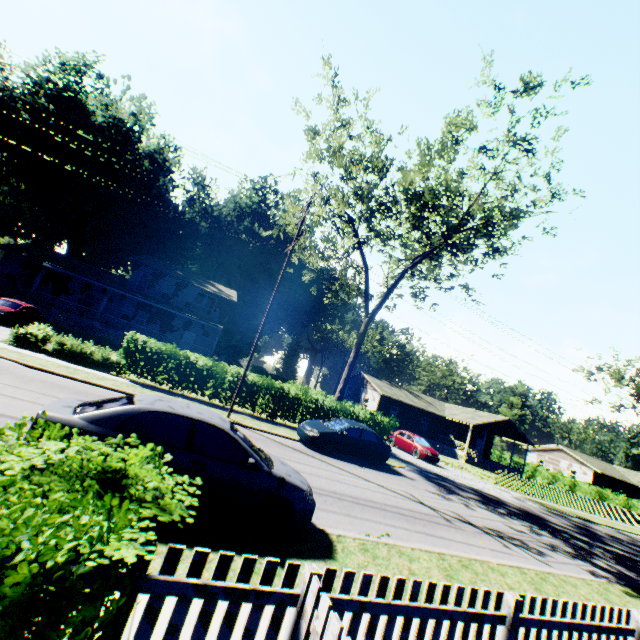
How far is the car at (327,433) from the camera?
14.8 meters

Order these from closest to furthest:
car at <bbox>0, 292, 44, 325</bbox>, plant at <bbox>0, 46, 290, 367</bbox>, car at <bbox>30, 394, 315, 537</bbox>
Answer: car at <bbox>30, 394, 315, 537</bbox> < car at <bbox>0, 292, 44, 325</bbox> < plant at <bbox>0, 46, 290, 367</bbox>

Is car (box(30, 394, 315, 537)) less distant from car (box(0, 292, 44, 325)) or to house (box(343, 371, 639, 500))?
car (box(0, 292, 44, 325))

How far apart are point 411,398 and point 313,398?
26.3m

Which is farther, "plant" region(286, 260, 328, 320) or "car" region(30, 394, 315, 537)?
"plant" region(286, 260, 328, 320)

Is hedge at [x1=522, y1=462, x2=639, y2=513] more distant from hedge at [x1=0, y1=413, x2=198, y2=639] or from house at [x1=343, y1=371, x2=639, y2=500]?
hedge at [x1=0, y1=413, x2=198, y2=639]

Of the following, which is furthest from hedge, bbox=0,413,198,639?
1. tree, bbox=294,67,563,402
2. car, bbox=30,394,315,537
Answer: tree, bbox=294,67,563,402

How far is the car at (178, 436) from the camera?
4.86m
